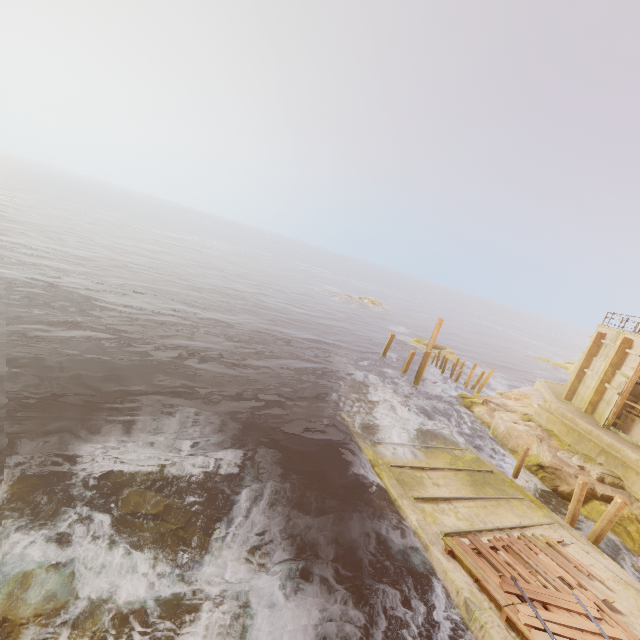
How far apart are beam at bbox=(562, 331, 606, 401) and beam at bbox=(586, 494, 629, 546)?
12.3m

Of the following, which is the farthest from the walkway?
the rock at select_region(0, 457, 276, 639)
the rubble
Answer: the rock at select_region(0, 457, 276, 639)

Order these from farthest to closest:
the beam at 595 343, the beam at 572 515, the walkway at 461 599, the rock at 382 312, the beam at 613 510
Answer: the rock at 382 312 < the beam at 595 343 < the beam at 572 515 < the beam at 613 510 < the walkway at 461 599

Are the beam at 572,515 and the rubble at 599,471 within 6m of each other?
yes

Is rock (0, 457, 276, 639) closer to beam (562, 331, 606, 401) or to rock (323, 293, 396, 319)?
beam (562, 331, 606, 401)

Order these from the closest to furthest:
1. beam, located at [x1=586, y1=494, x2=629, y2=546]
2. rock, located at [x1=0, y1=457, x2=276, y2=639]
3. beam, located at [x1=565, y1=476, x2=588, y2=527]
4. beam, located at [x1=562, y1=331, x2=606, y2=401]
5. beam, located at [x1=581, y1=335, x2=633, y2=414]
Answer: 1. rock, located at [x1=0, y1=457, x2=276, y2=639]
2. beam, located at [x1=586, y1=494, x2=629, y2=546]
3. beam, located at [x1=565, y1=476, x2=588, y2=527]
4. beam, located at [x1=581, y1=335, x2=633, y2=414]
5. beam, located at [x1=562, y1=331, x2=606, y2=401]

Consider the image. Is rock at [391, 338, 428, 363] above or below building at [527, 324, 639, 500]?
below

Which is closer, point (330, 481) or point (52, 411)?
point (52, 411)
